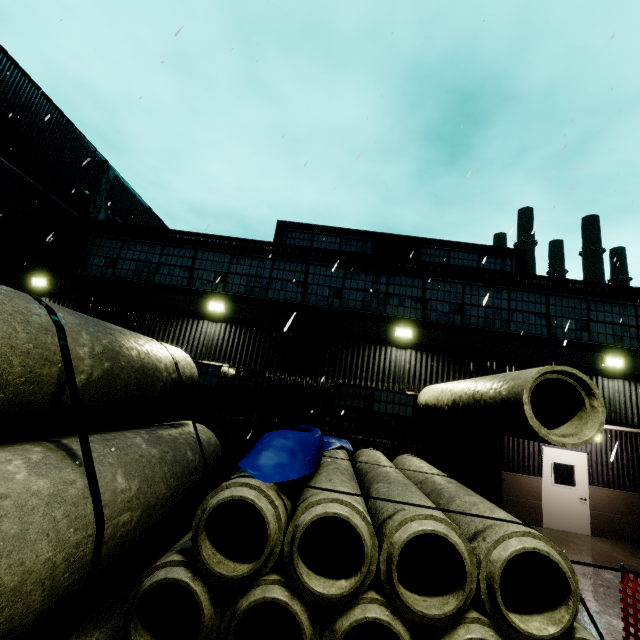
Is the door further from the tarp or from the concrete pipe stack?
the tarp

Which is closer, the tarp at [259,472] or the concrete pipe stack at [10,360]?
the concrete pipe stack at [10,360]

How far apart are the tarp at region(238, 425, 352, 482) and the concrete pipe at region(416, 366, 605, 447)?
0.8 meters

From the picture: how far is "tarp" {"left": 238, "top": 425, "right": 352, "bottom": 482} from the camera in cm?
418

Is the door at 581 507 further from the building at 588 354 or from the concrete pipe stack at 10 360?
the concrete pipe stack at 10 360

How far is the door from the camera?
10.3m

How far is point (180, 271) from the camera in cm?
1084

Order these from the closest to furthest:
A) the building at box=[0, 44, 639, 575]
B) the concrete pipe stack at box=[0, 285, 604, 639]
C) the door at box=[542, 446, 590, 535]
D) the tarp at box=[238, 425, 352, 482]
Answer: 1. the concrete pipe stack at box=[0, 285, 604, 639]
2. the tarp at box=[238, 425, 352, 482]
3. the building at box=[0, 44, 639, 575]
4. the door at box=[542, 446, 590, 535]
